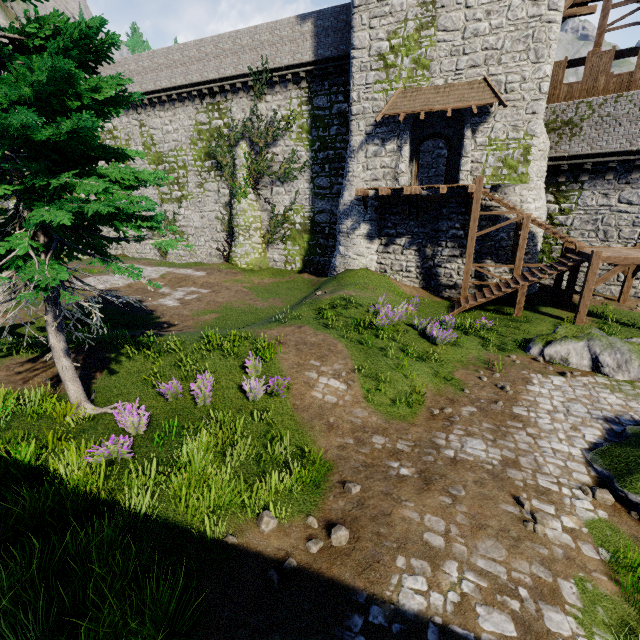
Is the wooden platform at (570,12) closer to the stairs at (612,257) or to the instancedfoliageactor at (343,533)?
the stairs at (612,257)

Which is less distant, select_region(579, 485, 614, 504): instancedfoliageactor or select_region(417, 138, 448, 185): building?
select_region(579, 485, 614, 504): instancedfoliageactor

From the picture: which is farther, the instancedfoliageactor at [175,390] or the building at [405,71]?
the building at [405,71]

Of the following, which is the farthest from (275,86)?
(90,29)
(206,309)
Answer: (90,29)

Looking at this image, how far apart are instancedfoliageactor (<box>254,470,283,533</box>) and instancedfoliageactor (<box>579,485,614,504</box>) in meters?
5.8 m

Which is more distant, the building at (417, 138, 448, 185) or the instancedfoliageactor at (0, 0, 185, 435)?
the building at (417, 138, 448, 185)

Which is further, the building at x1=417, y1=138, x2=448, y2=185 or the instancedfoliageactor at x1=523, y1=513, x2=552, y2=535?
the building at x1=417, y1=138, x2=448, y2=185

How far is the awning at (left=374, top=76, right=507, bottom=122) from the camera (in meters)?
15.69
